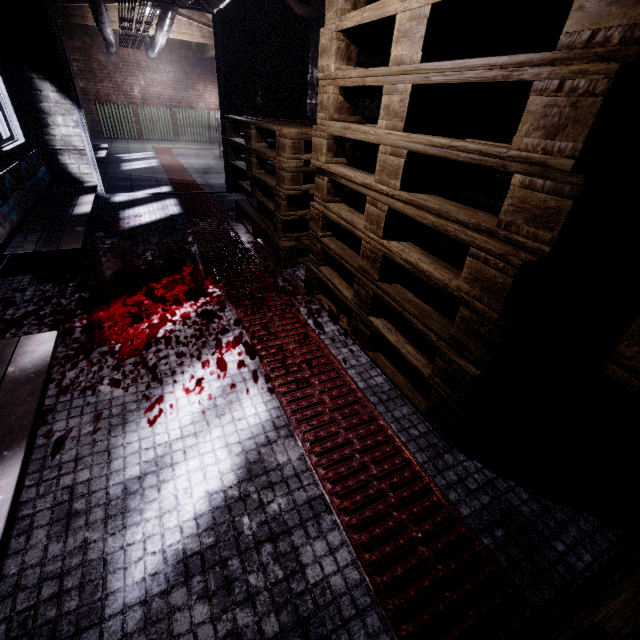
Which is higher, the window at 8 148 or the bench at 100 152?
the window at 8 148

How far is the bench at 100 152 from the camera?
4.9m

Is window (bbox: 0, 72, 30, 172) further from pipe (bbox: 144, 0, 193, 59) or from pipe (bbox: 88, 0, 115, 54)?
pipe (bbox: 144, 0, 193, 59)

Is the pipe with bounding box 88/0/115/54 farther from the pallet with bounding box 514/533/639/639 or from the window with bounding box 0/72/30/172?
the pallet with bounding box 514/533/639/639

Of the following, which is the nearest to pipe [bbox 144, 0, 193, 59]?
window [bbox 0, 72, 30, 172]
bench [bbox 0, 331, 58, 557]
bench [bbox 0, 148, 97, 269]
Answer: window [bbox 0, 72, 30, 172]

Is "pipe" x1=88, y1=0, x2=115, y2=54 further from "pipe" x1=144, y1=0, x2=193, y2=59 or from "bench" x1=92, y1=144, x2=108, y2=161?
"bench" x1=92, y1=144, x2=108, y2=161

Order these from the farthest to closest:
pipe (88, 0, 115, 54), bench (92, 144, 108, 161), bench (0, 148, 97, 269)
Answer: bench (92, 144, 108, 161) → pipe (88, 0, 115, 54) → bench (0, 148, 97, 269)

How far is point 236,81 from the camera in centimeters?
400cm
